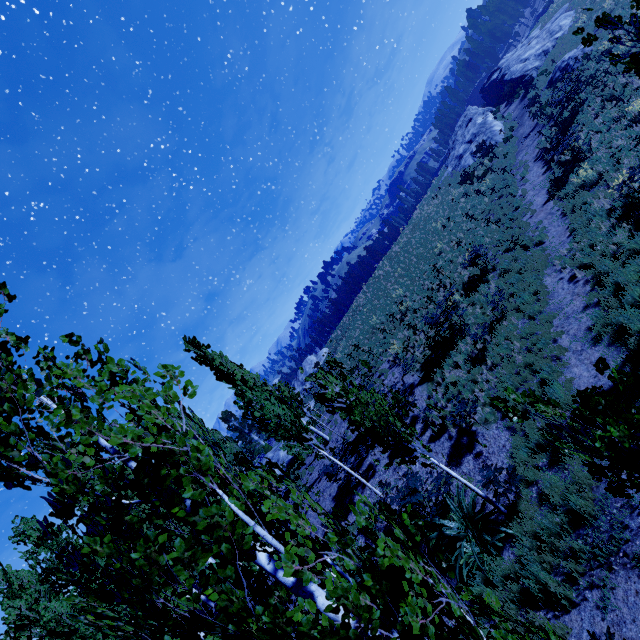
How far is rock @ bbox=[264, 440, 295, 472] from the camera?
22.2 meters

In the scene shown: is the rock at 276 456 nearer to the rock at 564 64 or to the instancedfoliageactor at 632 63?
the instancedfoliageactor at 632 63

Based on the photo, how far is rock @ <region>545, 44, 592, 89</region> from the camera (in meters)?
22.41

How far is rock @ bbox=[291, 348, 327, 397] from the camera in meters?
44.2 m

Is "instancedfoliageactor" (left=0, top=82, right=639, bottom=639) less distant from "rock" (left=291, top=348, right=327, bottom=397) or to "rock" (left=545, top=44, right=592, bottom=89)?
"rock" (left=291, top=348, right=327, bottom=397)

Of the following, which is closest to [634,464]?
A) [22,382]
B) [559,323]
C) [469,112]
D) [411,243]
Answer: [22,382]

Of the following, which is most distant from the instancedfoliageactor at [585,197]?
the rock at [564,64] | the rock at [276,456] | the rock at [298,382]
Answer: the rock at [564,64]

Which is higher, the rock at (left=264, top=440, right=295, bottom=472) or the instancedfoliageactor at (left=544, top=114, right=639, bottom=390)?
the rock at (left=264, top=440, right=295, bottom=472)
